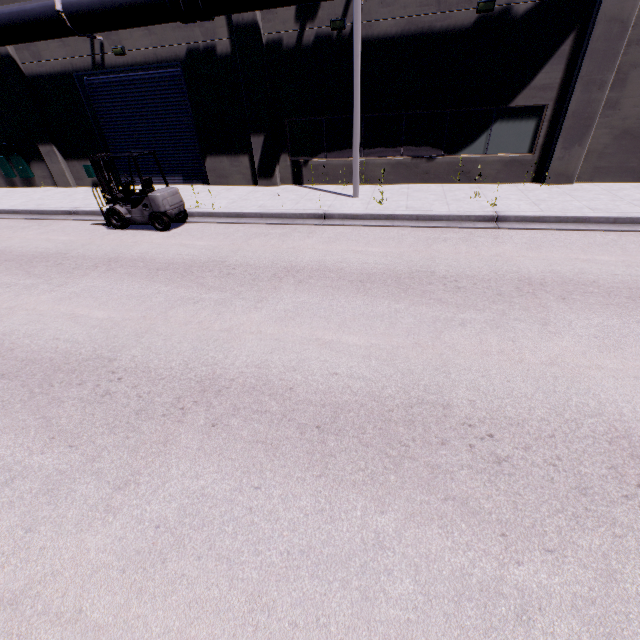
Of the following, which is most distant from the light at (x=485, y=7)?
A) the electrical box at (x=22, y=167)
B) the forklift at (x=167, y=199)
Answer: the electrical box at (x=22, y=167)

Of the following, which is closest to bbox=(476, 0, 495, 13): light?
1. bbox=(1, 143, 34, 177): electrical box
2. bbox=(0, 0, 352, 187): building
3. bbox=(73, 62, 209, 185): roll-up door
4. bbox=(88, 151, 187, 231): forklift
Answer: bbox=(0, 0, 352, 187): building

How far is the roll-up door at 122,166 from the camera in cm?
1524

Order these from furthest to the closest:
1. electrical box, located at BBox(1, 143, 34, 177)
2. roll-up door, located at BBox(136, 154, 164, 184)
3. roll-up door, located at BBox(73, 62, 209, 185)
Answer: electrical box, located at BBox(1, 143, 34, 177)
roll-up door, located at BBox(136, 154, 164, 184)
roll-up door, located at BBox(73, 62, 209, 185)

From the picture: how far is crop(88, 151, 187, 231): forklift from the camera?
9.76m

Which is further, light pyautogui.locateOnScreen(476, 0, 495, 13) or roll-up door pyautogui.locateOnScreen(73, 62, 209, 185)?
roll-up door pyautogui.locateOnScreen(73, 62, 209, 185)

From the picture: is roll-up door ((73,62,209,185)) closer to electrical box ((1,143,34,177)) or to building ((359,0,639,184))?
building ((359,0,639,184))

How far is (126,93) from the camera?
13.5 meters
